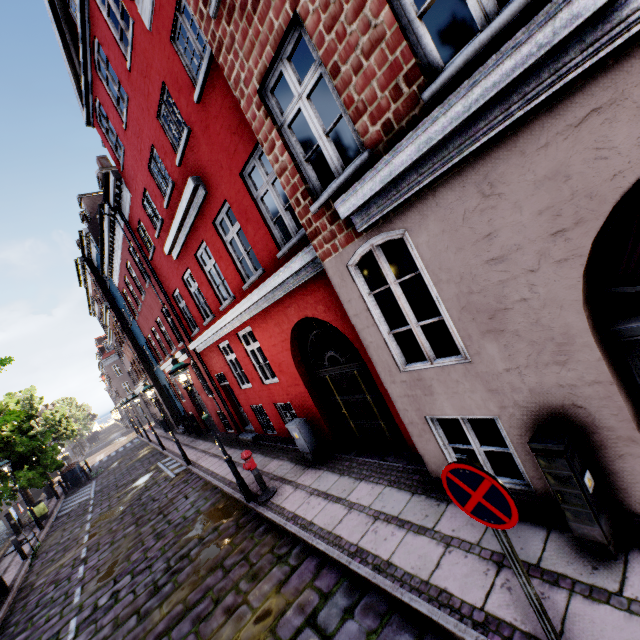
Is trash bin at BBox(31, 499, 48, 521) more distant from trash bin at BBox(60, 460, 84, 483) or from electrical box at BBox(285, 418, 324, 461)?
electrical box at BBox(285, 418, 324, 461)

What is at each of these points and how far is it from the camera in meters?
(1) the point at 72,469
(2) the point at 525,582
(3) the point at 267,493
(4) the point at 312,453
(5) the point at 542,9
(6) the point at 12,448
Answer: (1) trash bin, 22.7 m
(2) sign pole, 2.4 m
(3) hydrant, 7.5 m
(4) electrical box, 8.0 m
(5) building, 2.2 m
(6) tree, 18.0 m

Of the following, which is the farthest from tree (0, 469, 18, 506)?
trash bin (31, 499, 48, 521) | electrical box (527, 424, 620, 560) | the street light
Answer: electrical box (527, 424, 620, 560)

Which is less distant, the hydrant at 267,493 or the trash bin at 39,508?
the hydrant at 267,493

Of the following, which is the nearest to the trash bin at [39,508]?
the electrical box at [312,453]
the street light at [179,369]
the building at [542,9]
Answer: the street light at [179,369]

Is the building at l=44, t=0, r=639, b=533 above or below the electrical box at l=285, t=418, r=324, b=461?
above

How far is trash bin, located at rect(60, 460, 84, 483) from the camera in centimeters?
2250cm

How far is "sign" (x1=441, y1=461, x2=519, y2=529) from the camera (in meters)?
2.18
